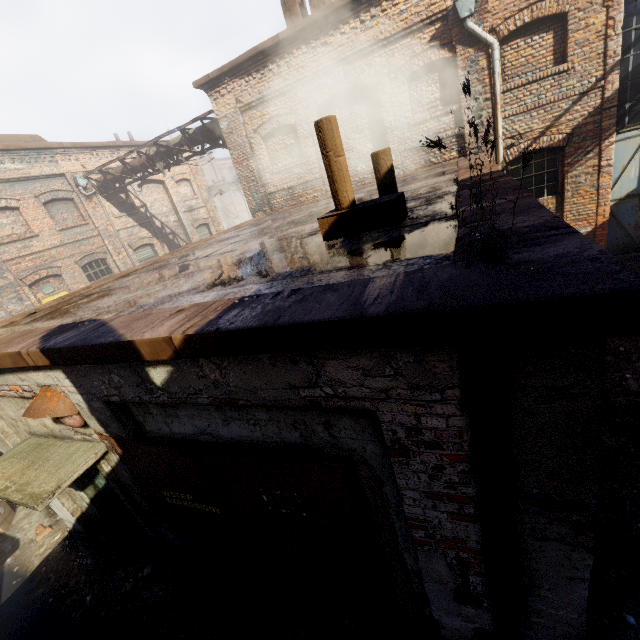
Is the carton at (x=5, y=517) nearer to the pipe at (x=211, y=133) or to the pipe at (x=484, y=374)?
the pipe at (x=484, y=374)

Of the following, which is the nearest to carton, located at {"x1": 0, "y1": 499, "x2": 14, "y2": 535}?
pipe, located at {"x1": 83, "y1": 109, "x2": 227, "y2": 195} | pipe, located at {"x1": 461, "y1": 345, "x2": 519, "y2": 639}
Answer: pipe, located at {"x1": 461, "y1": 345, "x2": 519, "y2": 639}

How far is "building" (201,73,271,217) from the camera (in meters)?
9.98

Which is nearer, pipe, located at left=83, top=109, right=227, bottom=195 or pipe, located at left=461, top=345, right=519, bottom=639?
pipe, located at left=461, top=345, right=519, bottom=639

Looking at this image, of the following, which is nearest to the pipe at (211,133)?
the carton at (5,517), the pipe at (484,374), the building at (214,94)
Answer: the building at (214,94)

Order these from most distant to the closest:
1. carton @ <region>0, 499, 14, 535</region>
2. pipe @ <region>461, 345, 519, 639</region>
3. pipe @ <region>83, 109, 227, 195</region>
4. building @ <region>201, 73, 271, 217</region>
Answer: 1. pipe @ <region>83, 109, 227, 195</region>
2. building @ <region>201, 73, 271, 217</region>
3. carton @ <region>0, 499, 14, 535</region>
4. pipe @ <region>461, 345, 519, 639</region>

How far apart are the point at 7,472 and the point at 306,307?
4.4m

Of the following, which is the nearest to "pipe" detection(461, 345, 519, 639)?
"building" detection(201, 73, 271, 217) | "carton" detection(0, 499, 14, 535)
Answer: "carton" detection(0, 499, 14, 535)
